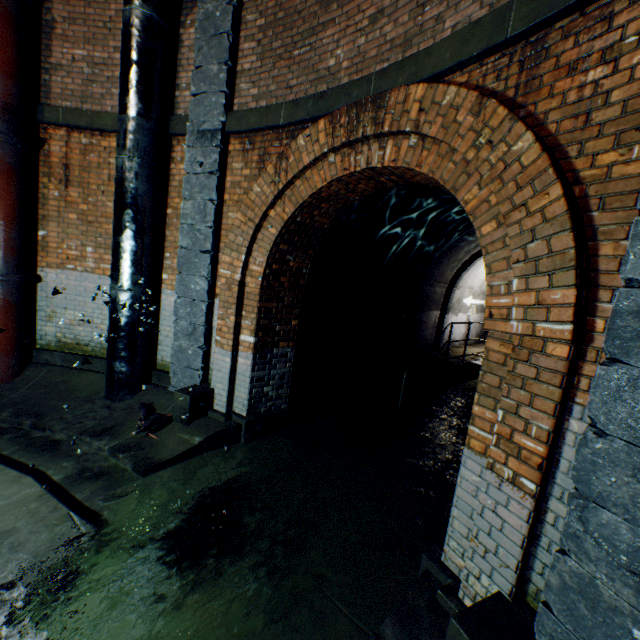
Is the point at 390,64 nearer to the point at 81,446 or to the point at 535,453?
the point at 535,453

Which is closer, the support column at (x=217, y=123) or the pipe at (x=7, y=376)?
the support column at (x=217, y=123)

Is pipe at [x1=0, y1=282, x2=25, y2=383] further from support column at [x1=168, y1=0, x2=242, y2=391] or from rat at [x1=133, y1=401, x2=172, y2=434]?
support column at [x1=168, y1=0, x2=242, y2=391]

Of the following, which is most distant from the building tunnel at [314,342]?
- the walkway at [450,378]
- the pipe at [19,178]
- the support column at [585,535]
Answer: the pipe at [19,178]

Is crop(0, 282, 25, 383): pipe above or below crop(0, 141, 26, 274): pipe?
below

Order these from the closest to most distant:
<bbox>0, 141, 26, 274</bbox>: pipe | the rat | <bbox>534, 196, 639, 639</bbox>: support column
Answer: <bbox>534, 196, 639, 639</bbox>: support column, the rat, <bbox>0, 141, 26, 274</bbox>: pipe

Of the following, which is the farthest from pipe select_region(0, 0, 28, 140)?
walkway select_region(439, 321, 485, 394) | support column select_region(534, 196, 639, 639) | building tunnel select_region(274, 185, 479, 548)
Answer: walkway select_region(439, 321, 485, 394)

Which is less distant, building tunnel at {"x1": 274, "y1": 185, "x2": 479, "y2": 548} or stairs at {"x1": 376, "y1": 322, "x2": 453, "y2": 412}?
building tunnel at {"x1": 274, "y1": 185, "x2": 479, "y2": 548}
